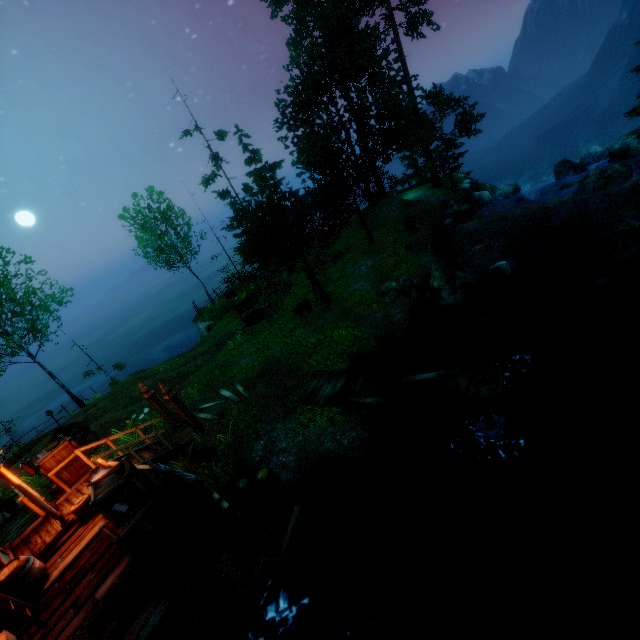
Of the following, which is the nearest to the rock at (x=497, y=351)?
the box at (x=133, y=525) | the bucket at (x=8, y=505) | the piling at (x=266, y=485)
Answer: the piling at (x=266, y=485)

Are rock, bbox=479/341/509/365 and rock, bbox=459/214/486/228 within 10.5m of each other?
no

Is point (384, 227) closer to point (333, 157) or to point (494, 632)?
point (333, 157)

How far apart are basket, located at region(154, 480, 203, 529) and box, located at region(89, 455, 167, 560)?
0.1m

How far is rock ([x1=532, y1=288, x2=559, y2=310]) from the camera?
13.9 meters

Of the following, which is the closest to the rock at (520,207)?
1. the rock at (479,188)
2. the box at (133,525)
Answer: the rock at (479,188)

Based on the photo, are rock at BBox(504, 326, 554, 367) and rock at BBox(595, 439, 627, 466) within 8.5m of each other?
yes

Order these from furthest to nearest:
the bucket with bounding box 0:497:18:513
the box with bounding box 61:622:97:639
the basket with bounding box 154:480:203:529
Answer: the bucket with bounding box 0:497:18:513
the basket with bounding box 154:480:203:529
the box with bounding box 61:622:97:639
